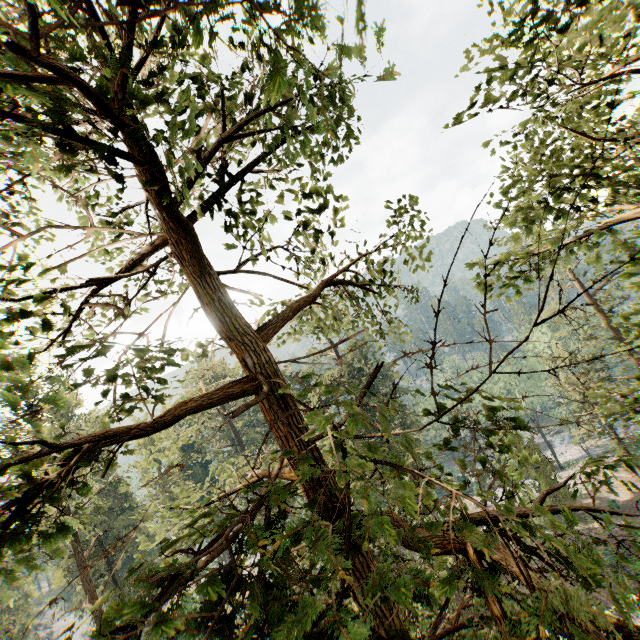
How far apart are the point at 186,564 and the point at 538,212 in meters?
10.0 m
